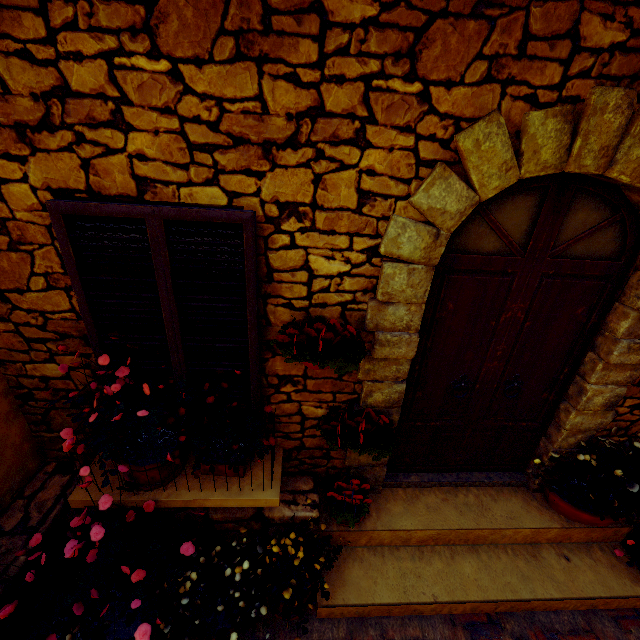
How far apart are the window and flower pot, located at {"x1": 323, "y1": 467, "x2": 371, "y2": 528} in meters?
0.9

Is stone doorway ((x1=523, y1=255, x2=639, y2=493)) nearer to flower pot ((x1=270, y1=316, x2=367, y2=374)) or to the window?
flower pot ((x1=270, y1=316, x2=367, y2=374))

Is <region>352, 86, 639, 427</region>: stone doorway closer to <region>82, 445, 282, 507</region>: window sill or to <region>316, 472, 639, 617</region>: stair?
<region>316, 472, 639, 617</region>: stair

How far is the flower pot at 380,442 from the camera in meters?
2.4 m

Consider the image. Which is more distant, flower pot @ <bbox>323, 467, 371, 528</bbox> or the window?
flower pot @ <bbox>323, 467, 371, 528</bbox>

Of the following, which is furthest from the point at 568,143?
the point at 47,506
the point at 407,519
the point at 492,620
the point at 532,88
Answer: the point at 47,506

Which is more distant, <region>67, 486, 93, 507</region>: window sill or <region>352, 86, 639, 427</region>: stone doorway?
<region>67, 486, 93, 507</region>: window sill

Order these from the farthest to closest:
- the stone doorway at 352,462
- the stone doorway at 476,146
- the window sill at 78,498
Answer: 1. the stone doorway at 352,462
2. the window sill at 78,498
3. the stone doorway at 476,146
